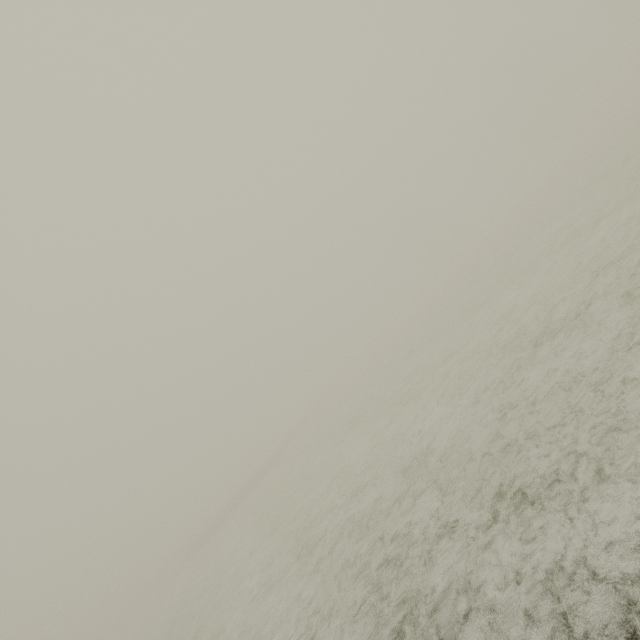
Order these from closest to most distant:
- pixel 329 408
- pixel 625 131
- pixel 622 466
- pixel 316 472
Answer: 1. pixel 622 466
2. pixel 316 472
3. pixel 625 131
4. pixel 329 408
